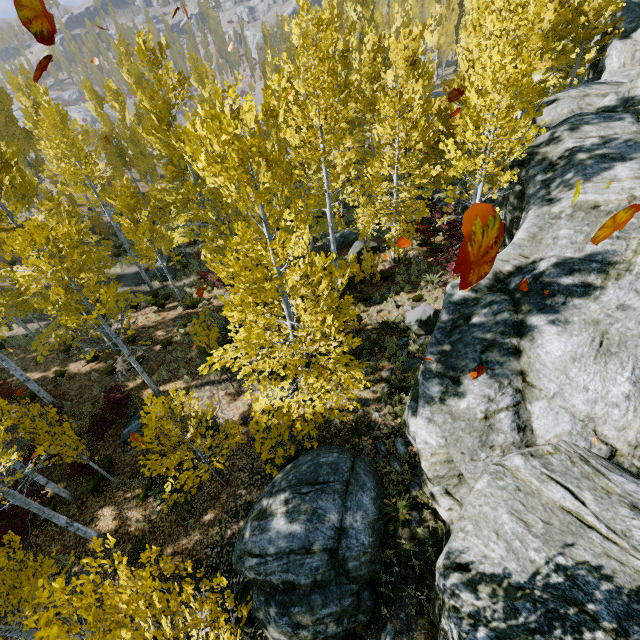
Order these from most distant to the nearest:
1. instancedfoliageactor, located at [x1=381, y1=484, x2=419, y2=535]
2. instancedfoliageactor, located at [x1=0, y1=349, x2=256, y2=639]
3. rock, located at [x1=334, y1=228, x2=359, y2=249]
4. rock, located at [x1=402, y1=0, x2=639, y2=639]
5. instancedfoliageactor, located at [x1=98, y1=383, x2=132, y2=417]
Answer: rock, located at [x1=334, y1=228, x2=359, y2=249] < instancedfoliageactor, located at [x1=98, y1=383, x2=132, y2=417] < instancedfoliageactor, located at [x1=381, y1=484, x2=419, y2=535] < rock, located at [x1=402, y1=0, x2=639, y2=639] < instancedfoliageactor, located at [x1=0, y1=349, x2=256, y2=639]

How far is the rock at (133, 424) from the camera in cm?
1233

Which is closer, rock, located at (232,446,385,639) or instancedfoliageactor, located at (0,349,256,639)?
instancedfoliageactor, located at (0,349,256,639)

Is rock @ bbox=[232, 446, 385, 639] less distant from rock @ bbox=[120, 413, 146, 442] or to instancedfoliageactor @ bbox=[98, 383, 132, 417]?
instancedfoliageactor @ bbox=[98, 383, 132, 417]

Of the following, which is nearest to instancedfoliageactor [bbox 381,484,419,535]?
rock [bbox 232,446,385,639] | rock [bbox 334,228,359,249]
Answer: rock [bbox 232,446,385,639]

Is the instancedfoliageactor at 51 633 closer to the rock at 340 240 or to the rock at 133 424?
the rock at 133 424

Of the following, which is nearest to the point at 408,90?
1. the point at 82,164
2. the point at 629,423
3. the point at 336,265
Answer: the point at 336,265

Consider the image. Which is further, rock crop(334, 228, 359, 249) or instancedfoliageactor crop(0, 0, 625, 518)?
rock crop(334, 228, 359, 249)
